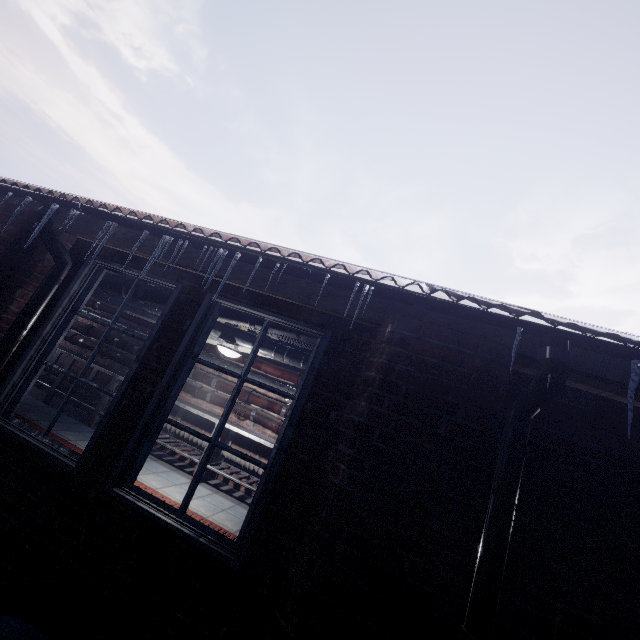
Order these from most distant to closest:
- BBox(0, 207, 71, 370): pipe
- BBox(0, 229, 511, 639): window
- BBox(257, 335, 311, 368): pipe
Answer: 1. BBox(257, 335, 311, 368): pipe
2. BBox(0, 207, 71, 370): pipe
3. BBox(0, 229, 511, 639): window

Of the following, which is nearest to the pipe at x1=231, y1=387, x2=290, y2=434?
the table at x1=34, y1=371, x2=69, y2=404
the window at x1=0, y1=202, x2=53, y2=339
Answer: the table at x1=34, y1=371, x2=69, y2=404

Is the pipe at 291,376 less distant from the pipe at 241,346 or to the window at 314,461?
the pipe at 241,346

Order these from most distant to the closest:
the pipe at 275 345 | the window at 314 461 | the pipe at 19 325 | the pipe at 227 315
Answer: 1. the pipe at 275 345
2. the pipe at 227 315
3. the pipe at 19 325
4. the window at 314 461

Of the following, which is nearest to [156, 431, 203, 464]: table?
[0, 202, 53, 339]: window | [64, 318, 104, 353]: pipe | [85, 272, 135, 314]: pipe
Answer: [64, 318, 104, 353]: pipe

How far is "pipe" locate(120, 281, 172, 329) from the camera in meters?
3.2

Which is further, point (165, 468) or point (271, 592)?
point (165, 468)

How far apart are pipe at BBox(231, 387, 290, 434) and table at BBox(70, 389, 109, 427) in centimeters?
10cm
